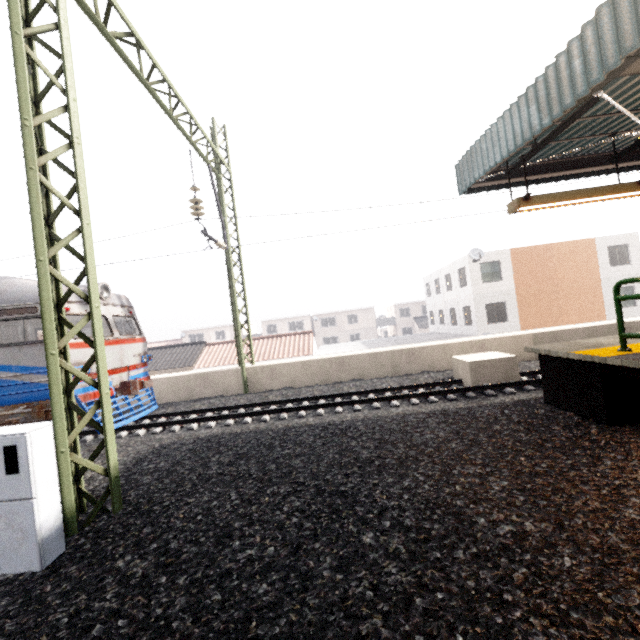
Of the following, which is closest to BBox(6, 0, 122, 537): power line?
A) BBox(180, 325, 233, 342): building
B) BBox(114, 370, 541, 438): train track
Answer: BBox(114, 370, 541, 438): train track

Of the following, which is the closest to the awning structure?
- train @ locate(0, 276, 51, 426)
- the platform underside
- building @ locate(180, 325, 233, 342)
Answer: the platform underside

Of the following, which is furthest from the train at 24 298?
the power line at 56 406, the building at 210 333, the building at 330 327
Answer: the building at 330 327

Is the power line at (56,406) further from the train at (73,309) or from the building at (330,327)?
the building at (330,327)

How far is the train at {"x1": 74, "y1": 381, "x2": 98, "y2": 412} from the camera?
8.1m

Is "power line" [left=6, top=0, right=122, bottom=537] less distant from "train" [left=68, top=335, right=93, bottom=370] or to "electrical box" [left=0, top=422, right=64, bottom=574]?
"electrical box" [left=0, top=422, right=64, bottom=574]

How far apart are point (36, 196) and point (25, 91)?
1.3m

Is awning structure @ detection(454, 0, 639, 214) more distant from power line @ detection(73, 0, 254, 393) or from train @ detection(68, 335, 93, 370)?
train @ detection(68, 335, 93, 370)
